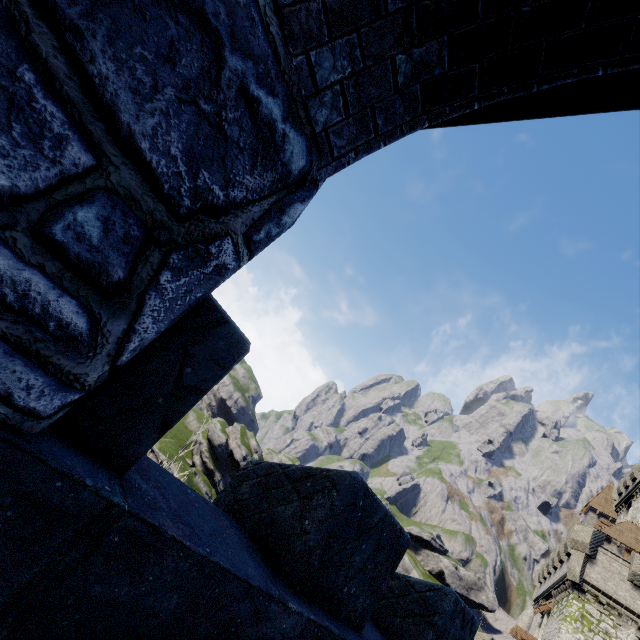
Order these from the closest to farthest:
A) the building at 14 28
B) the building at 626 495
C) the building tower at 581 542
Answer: the building at 14 28 → the building tower at 581 542 → the building at 626 495

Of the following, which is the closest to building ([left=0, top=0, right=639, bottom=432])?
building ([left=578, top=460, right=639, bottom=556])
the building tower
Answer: the building tower

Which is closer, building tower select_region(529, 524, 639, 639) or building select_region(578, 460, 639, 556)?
building tower select_region(529, 524, 639, 639)

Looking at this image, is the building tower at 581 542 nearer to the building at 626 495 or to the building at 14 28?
the building at 626 495

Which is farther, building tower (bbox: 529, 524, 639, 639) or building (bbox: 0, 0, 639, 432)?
building tower (bbox: 529, 524, 639, 639)

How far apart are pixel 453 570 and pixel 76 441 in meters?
77.6 m
